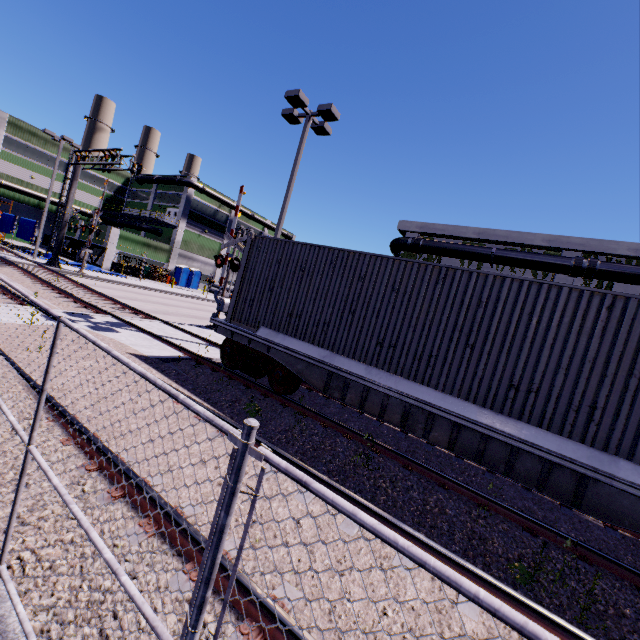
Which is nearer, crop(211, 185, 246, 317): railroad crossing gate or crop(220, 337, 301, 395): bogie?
crop(220, 337, 301, 395): bogie

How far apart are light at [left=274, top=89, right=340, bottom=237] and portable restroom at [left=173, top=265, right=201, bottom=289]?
30.6 meters

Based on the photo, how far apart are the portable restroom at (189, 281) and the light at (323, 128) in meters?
30.6

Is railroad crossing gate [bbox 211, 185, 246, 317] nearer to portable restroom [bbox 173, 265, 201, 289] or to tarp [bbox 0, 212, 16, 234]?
tarp [bbox 0, 212, 16, 234]

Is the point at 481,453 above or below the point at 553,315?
below

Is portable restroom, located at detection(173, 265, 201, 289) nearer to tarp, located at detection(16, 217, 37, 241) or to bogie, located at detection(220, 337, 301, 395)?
tarp, located at detection(16, 217, 37, 241)

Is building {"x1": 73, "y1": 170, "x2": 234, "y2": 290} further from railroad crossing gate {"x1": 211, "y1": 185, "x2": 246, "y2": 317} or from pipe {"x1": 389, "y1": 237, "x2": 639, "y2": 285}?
railroad crossing gate {"x1": 211, "y1": 185, "x2": 246, "y2": 317}

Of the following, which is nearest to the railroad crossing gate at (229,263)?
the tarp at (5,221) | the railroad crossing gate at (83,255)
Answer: the railroad crossing gate at (83,255)
